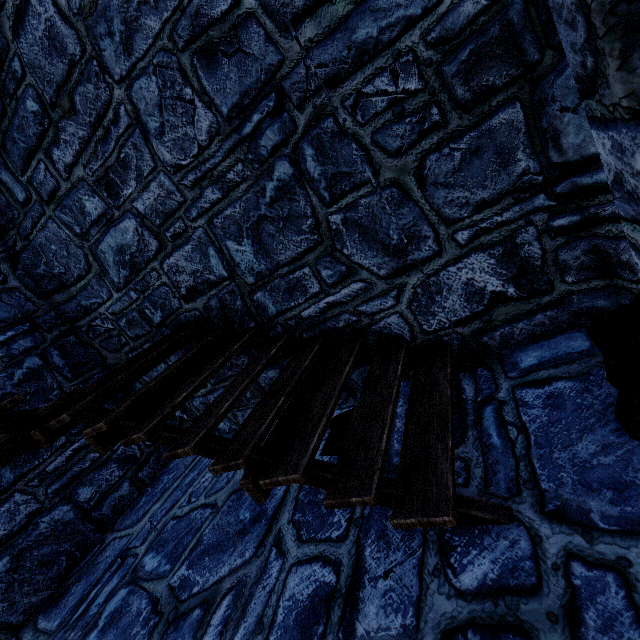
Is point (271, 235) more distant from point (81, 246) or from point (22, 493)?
point (22, 493)
